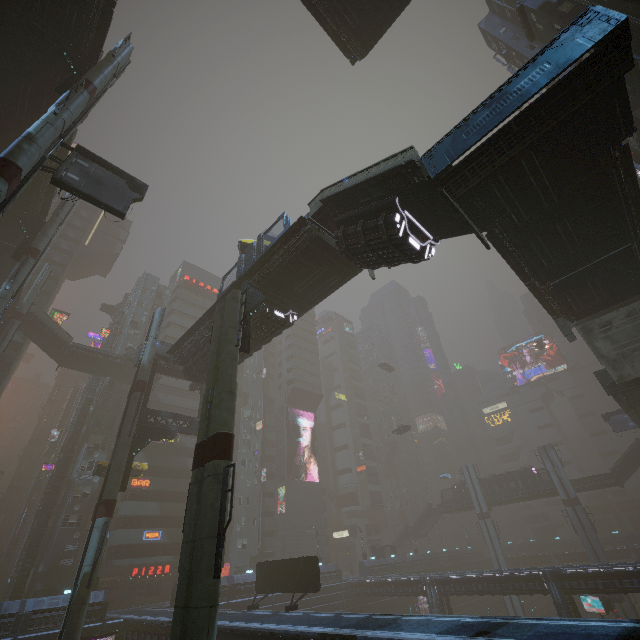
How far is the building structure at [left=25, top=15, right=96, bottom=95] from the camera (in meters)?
18.22

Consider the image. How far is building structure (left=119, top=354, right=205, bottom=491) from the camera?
25.2m

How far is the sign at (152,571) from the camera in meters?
39.8 m

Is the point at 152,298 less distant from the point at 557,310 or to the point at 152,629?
the point at 152,629

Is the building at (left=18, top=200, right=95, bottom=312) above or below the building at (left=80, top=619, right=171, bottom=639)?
above

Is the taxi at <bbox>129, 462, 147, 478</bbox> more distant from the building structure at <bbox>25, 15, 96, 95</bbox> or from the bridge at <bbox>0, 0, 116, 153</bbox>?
the building structure at <bbox>25, 15, 96, 95</bbox>

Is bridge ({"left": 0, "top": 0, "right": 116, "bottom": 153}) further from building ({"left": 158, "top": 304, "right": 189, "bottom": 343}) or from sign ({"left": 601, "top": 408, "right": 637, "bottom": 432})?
sign ({"left": 601, "top": 408, "right": 637, "bottom": 432})

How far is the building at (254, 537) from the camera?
44.27m
